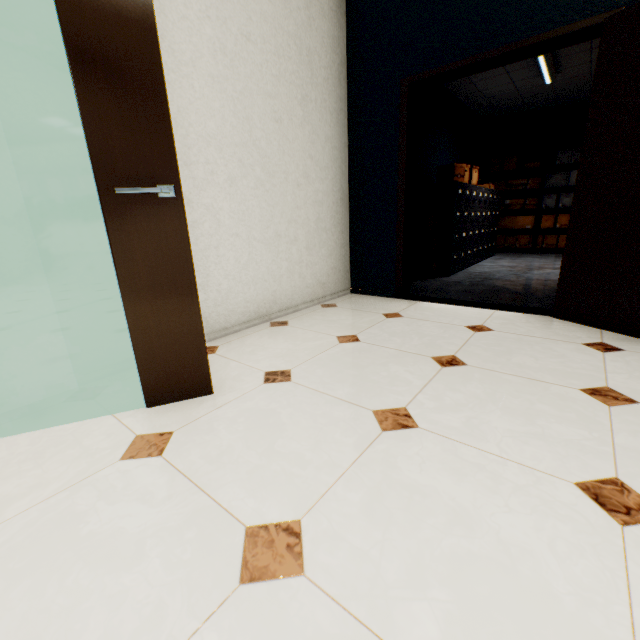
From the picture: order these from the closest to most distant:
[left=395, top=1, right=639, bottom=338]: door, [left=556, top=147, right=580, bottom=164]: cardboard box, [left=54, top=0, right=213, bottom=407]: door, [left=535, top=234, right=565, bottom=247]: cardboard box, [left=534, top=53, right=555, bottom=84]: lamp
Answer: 1. [left=54, top=0, right=213, bottom=407]: door
2. [left=395, top=1, right=639, bottom=338]: door
3. [left=534, top=53, right=555, bottom=84]: lamp
4. [left=556, top=147, right=580, bottom=164]: cardboard box
5. [left=535, top=234, right=565, bottom=247]: cardboard box

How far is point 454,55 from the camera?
2.7m

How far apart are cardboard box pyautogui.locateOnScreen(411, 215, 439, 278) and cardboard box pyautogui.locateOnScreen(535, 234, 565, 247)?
3.8 meters

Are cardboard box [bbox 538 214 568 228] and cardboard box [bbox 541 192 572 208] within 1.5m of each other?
yes

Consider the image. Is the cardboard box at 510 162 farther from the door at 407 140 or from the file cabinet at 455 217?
the door at 407 140

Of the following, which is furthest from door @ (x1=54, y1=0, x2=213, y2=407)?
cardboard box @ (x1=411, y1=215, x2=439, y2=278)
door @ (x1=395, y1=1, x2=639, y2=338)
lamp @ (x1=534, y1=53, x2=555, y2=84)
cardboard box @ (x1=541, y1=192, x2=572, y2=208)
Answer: cardboard box @ (x1=541, y1=192, x2=572, y2=208)

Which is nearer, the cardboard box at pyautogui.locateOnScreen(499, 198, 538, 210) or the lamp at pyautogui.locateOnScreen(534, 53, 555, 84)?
the lamp at pyautogui.locateOnScreen(534, 53, 555, 84)

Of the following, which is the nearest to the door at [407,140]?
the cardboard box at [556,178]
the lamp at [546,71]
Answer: the lamp at [546,71]
